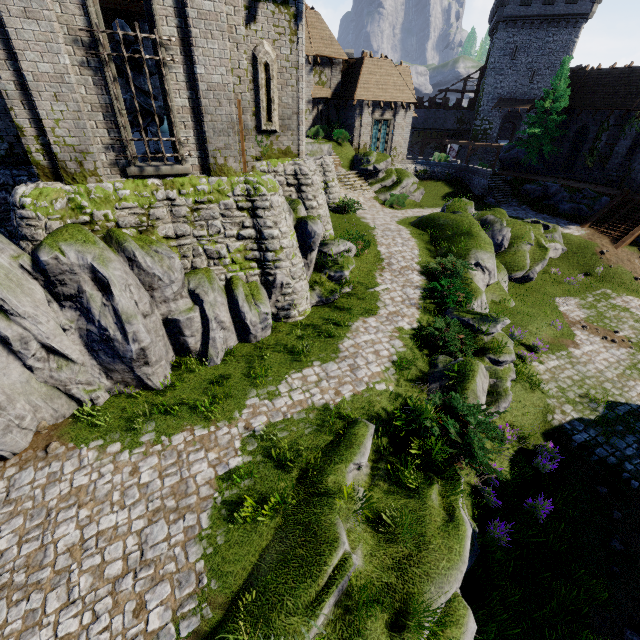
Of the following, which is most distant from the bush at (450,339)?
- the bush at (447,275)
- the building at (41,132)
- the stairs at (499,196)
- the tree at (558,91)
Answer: the tree at (558,91)

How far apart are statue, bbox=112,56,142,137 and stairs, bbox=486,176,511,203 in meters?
30.2 m

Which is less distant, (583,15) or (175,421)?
(175,421)

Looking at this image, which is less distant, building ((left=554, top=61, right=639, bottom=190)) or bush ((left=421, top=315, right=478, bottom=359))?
bush ((left=421, top=315, right=478, bottom=359))

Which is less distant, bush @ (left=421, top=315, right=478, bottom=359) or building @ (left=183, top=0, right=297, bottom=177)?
building @ (left=183, top=0, right=297, bottom=177)

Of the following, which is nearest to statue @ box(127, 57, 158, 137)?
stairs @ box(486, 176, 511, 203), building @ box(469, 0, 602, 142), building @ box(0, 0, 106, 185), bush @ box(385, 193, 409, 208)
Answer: building @ box(0, 0, 106, 185)

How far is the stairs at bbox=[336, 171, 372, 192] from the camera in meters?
25.9 m

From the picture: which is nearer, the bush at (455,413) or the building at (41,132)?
the building at (41,132)
